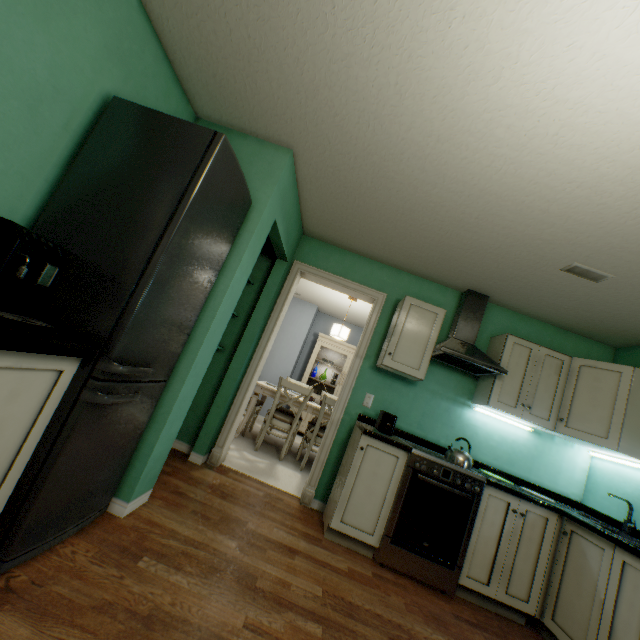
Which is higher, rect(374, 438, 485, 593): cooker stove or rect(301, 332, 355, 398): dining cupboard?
rect(301, 332, 355, 398): dining cupboard

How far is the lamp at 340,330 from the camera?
4.86m

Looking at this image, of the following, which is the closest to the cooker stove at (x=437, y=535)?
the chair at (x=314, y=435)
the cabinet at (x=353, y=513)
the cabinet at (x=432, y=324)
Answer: the cabinet at (x=353, y=513)

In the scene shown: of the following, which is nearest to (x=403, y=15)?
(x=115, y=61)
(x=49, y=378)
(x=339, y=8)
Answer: (x=339, y=8)

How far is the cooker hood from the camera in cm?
275

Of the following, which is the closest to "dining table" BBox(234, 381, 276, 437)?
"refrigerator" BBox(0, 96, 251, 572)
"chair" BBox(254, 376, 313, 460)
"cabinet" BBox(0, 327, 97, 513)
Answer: "chair" BBox(254, 376, 313, 460)

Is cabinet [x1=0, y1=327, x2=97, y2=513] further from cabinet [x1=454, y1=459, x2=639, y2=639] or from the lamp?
the lamp

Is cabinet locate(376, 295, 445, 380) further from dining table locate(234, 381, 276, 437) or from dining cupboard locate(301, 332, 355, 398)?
dining cupboard locate(301, 332, 355, 398)
